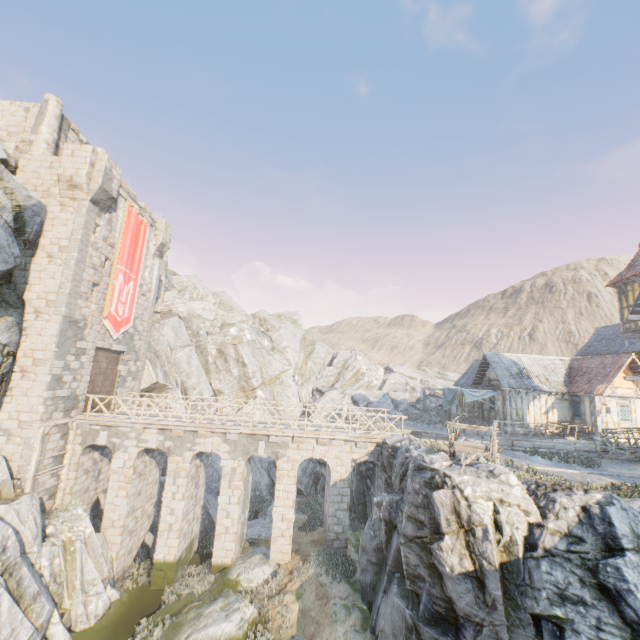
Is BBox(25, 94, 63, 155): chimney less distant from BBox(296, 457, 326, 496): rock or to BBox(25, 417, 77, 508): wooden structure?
BBox(296, 457, 326, 496): rock

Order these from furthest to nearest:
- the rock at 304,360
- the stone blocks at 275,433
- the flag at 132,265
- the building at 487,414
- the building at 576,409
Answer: the rock at 304,360
the building at 487,414
the building at 576,409
the flag at 132,265
the stone blocks at 275,433

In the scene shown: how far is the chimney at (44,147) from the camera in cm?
1992

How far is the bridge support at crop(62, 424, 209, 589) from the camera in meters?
17.0 m

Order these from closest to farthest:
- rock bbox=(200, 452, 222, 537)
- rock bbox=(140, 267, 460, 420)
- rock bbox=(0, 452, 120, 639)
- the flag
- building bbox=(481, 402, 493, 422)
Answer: rock bbox=(0, 452, 120, 639) → the flag → rock bbox=(200, 452, 222, 537) → building bbox=(481, 402, 493, 422) → rock bbox=(140, 267, 460, 420)

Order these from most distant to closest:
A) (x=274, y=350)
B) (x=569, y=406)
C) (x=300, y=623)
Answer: (x=274, y=350)
(x=569, y=406)
(x=300, y=623)

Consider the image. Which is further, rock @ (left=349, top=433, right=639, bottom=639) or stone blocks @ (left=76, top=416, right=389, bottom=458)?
stone blocks @ (left=76, top=416, right=389, bottom=458)

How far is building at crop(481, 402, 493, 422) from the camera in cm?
2739
